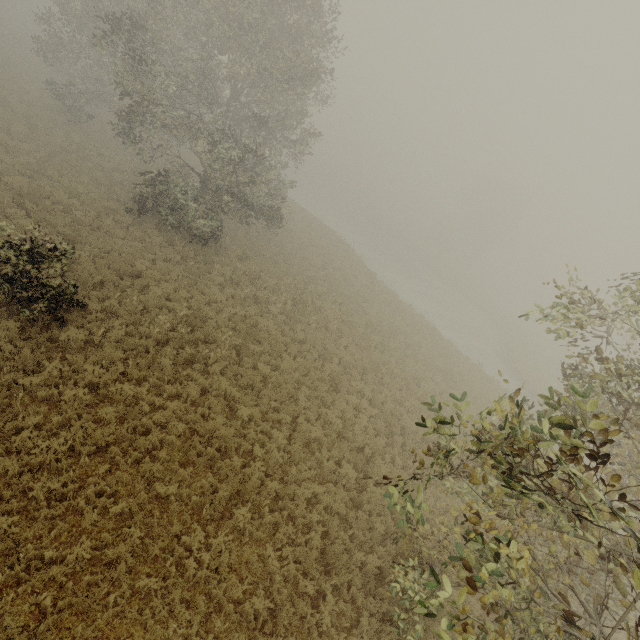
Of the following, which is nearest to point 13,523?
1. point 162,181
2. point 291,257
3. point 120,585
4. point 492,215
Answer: point 120,585
